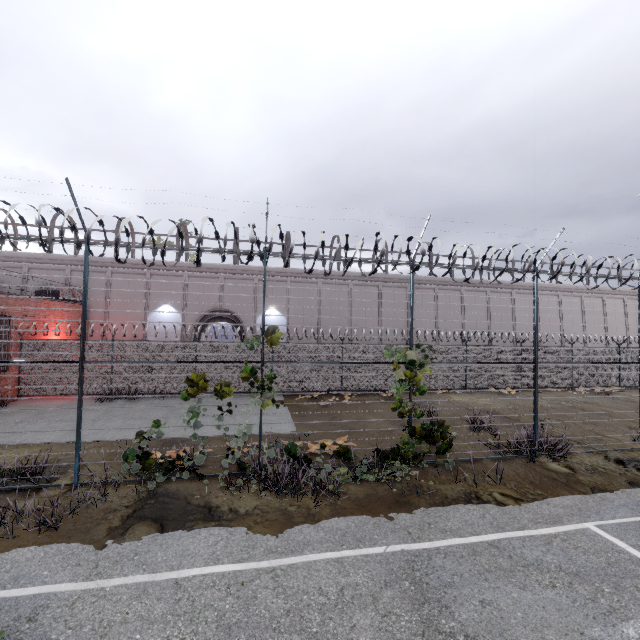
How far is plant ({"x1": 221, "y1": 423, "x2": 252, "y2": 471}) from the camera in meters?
7.3

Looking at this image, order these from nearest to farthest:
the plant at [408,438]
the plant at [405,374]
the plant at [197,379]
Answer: the plant at [408,438] → the plant at [197,379] → the plant at [405,374]

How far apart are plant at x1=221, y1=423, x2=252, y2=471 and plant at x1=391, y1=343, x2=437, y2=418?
3.6m

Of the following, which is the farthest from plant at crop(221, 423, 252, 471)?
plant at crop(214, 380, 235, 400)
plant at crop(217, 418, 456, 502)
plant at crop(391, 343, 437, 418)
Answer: plant at crop(391, 343, 437, 418)

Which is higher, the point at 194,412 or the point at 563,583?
the point at 194,412

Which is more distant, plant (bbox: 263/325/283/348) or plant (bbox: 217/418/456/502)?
plant (bbox: 263/325/283/348)

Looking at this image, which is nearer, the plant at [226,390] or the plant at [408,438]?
the plant at [408,438]

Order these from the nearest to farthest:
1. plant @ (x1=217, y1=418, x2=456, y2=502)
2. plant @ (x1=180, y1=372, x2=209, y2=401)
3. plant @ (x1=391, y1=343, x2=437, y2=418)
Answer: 1. plant @ (x1=217, y1=418, x2=456, y2=502)
2. plant @ (x1=180, y1=372, x2=209, y2=401)
3. plant @ (x1=391, y1=343, x2=437, y2=418)
